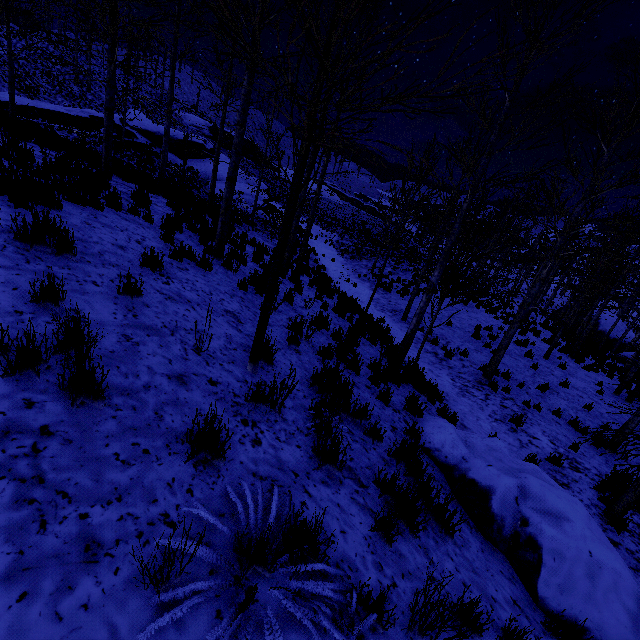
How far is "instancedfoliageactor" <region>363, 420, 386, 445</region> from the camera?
4.1m

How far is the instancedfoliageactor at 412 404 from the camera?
5.60m

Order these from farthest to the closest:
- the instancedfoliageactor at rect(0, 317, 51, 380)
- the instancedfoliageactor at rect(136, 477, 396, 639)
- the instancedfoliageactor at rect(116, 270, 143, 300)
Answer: the instancedfoliageactor at rect(116, 270, 143, 300)
the instancedfoliageactor at rect(0, 317, 51, 380)
the instancedfoliageactor at rect(136, 477, 396, 639)

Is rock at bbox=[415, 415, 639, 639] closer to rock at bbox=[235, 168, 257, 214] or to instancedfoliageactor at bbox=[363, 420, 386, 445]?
instancedfoliageactor at bbox=[363, 420, 386, 445]

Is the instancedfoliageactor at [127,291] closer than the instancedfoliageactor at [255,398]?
No

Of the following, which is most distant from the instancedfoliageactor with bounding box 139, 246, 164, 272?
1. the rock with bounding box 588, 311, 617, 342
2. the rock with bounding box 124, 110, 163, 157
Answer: the rock with bounding box 124, 110, 163, 157

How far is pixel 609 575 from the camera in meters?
3.3 m
